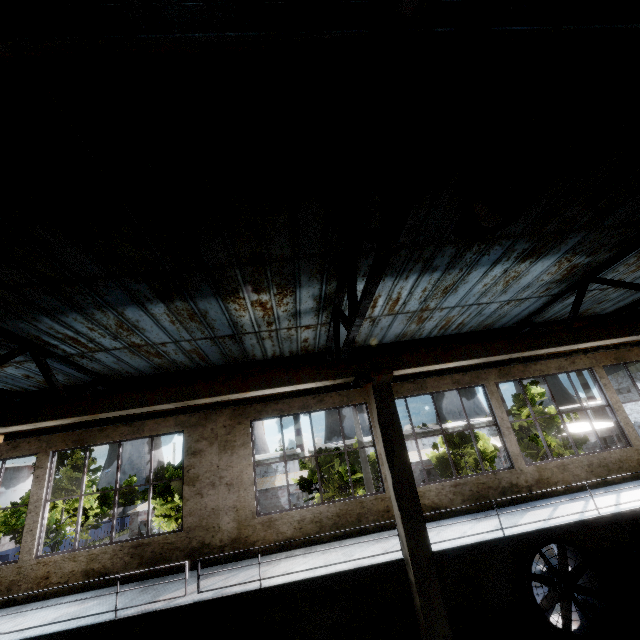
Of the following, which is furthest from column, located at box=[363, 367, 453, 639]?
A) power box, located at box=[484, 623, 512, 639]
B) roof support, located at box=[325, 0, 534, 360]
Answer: power box, located at box=[484, 623, 512, 639]

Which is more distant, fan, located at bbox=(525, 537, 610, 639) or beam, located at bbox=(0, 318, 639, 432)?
fan, located at bbox=(525, 537, 610, 639)

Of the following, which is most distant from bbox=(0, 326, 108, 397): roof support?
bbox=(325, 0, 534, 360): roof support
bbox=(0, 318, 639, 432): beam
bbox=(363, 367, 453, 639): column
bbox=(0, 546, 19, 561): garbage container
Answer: bbox=(0, 546, 19, 561): garbage container

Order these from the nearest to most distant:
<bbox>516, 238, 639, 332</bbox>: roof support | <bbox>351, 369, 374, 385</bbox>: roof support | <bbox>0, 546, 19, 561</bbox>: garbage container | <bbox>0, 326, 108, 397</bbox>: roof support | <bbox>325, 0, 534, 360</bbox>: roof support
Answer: <bbox>325, 0, 534, 360</bbox>: roof support
<bbox>351, 369, 374, 385</bbox>: roof support
<bbox>0, 326, 108, 397</bbox>: roof support
<bbox>516, 238, 639, 332</bbox>: roof support
<bbox>0, 546, 19, 561</bbox>: garbage container

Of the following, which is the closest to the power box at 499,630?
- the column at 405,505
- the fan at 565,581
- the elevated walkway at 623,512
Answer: the fan at 565,581

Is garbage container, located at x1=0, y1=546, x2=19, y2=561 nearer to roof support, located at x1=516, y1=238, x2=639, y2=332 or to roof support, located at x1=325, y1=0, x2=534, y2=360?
roof support, located at x1=325, y1=0, x2=534, y2=360

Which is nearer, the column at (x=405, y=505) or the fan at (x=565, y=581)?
the column at (x=405, y=505)

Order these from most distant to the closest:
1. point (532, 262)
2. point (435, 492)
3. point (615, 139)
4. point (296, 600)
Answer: point (435, 492) < point (296, 600) < point (532, 262) < point (615, 139)
